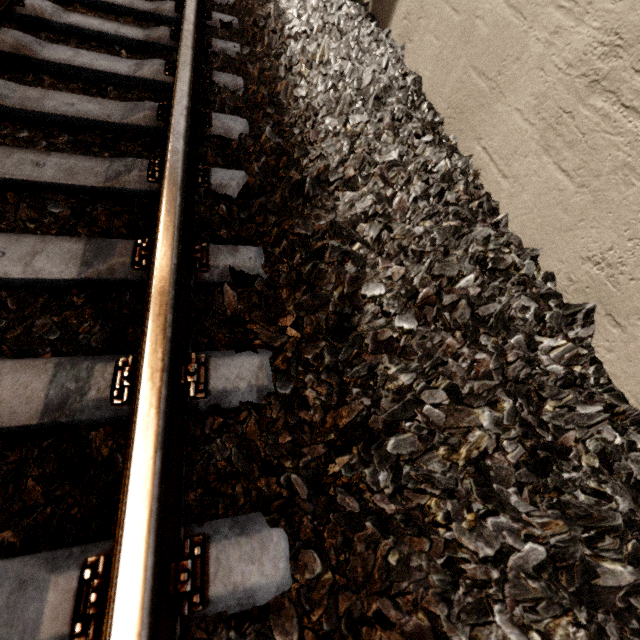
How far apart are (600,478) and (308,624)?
0.9m
